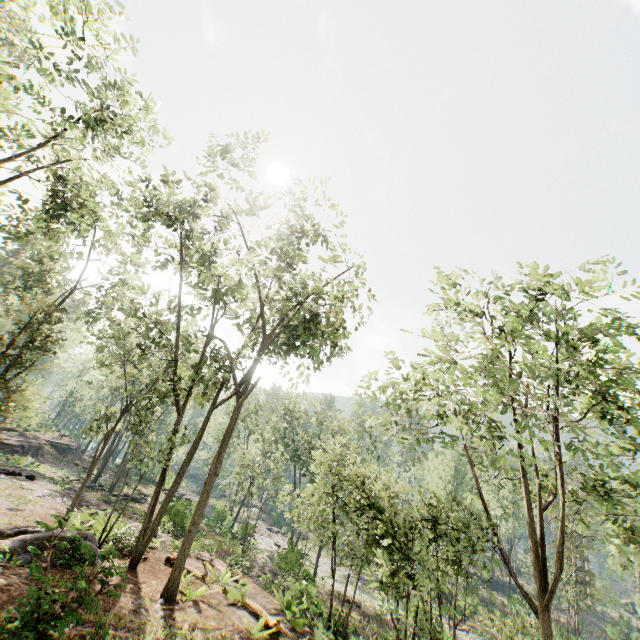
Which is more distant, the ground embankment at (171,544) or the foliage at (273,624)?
the ground embankment at (171,544)

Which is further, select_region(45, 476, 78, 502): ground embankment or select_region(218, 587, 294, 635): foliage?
select_region(45, 476, 78, 502): ground embankment

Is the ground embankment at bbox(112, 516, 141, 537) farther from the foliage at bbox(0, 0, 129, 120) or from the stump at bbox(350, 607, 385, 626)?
the stump at bbox(350, 607, 385, 626)

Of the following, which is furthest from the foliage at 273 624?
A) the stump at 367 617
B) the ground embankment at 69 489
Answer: the stump at 367 617

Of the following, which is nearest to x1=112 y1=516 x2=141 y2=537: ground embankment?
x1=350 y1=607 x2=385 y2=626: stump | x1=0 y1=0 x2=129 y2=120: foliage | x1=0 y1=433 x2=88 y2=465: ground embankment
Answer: x1=0 y1=433 x2=88 y2=465: ground embankment

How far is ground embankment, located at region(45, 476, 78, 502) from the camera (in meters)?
19.98

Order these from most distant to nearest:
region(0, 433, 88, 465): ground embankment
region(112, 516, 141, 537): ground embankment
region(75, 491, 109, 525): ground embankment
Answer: region(0, 433, 88, 465): ground embankment, region(75, 491, 109, 525): ground embankment, region(112, 516, 141, 537): ground embankment

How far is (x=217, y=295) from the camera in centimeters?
1944cm
